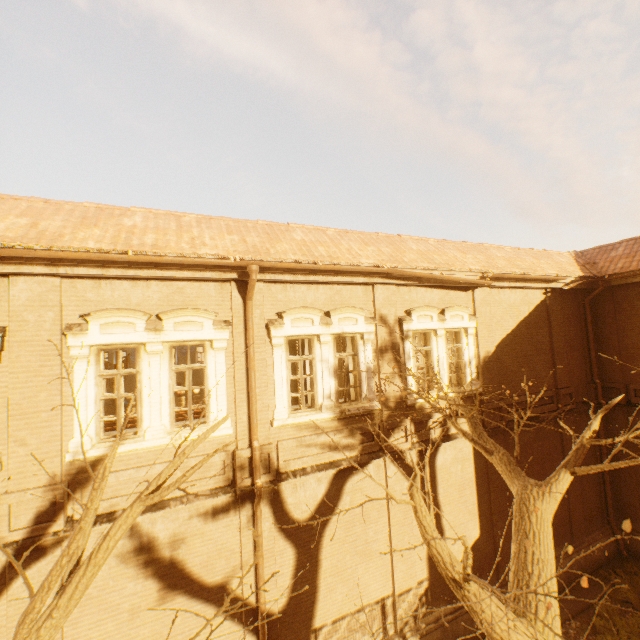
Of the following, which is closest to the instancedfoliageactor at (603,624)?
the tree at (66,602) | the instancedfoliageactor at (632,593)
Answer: the instancedfoliageactor at (632,593)

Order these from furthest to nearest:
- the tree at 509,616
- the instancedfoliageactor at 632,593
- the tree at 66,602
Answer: the instancedfoliageactor at 632,593 → the tree at 509,616 → the tree at 66,602

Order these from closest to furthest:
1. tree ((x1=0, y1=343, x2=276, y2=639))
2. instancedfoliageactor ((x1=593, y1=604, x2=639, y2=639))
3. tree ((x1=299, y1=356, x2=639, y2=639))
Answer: tree ((x1=0, y1=343, x2=276, y2=639)), tree ((x1=299, y1=356, x2=639, y2=639)), instancedfoliageactor ((x1=593, y1=604, x2=639, y2=639))

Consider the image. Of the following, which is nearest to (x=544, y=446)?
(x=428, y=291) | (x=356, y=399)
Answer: (x=428, y=291)

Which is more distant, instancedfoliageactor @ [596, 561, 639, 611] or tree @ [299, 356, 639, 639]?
instancedfoliageactor @ [596, 561, 639, 611]

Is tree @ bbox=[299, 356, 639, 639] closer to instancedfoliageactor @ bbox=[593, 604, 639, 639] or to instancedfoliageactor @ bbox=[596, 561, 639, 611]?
instancedfoliageactor @ bbox=[593, 604, 639, 639]

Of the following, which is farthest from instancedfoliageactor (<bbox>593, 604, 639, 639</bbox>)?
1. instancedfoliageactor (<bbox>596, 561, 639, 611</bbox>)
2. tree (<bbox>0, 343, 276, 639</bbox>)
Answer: tree (<bbox>0, 343, 276, 639</bbox>)
